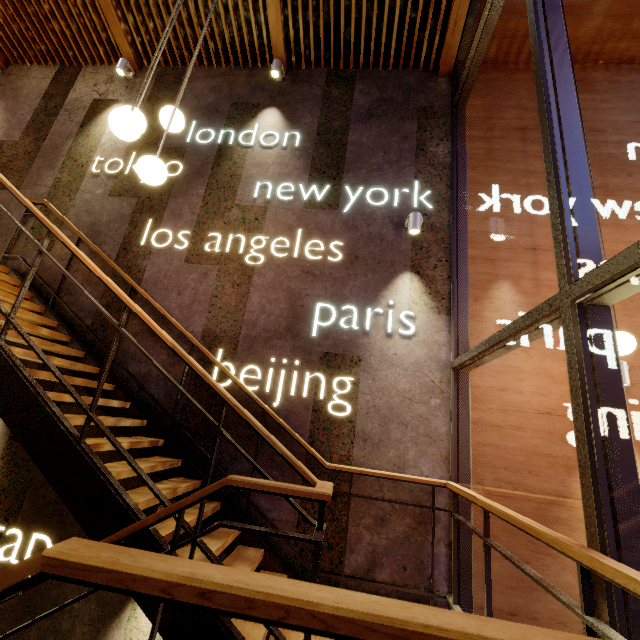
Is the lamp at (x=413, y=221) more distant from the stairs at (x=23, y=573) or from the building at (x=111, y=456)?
the stairs at (x=23, y=573)

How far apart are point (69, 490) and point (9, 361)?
1.18m

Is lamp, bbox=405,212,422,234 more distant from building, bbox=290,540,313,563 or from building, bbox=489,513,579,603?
building, bbox=489,513,579,603

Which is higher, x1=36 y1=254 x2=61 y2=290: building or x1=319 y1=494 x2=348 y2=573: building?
x1=36 y1=254 x2=61 y2=290: building

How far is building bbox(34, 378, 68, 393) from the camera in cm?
388

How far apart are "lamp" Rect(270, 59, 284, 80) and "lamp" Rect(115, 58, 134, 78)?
2.5 meters

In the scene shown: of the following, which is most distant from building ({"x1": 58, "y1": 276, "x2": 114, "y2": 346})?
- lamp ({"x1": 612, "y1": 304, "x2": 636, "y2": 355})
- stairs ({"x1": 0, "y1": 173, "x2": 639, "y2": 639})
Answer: lamp ({"x1": 612, "y1": 304, "x2": 636, "y2": 355})

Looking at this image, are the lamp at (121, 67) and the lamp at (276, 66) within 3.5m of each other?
yes
